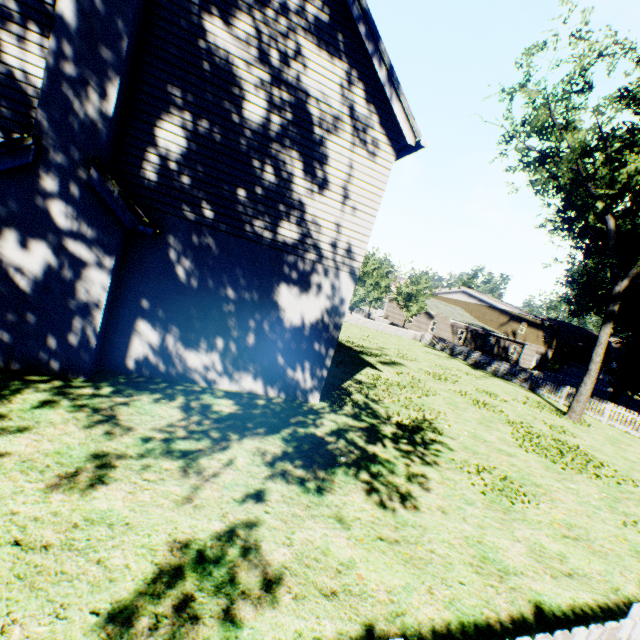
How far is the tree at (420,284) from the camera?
35.8m

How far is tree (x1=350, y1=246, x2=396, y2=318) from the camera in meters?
33.4

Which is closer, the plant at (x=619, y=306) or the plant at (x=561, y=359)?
the plant at (x=619, y=306)

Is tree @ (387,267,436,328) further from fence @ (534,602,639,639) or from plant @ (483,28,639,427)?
plant @ (483,28,639,427)

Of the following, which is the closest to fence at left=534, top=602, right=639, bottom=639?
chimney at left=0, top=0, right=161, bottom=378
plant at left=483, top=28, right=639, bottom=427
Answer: plant at left=483, top=28, right=639, bottom=427

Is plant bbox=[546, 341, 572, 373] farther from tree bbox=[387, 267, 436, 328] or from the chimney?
the chimney

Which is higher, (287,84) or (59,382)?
(287,84)

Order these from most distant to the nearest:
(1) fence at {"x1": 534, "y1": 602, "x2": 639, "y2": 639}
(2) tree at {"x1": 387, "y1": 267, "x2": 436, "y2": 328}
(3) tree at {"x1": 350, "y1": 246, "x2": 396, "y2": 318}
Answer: (2) tree at {"x1": 387, "y1": 267, "x2": 436, "y2": 328} → (3) tree at {"x1": 350, "y1": 246, "x2": 396, "y2": 318} → (1) fence at {"x1": 534, "y1": 602, "x2": 639, "y2": 639}
